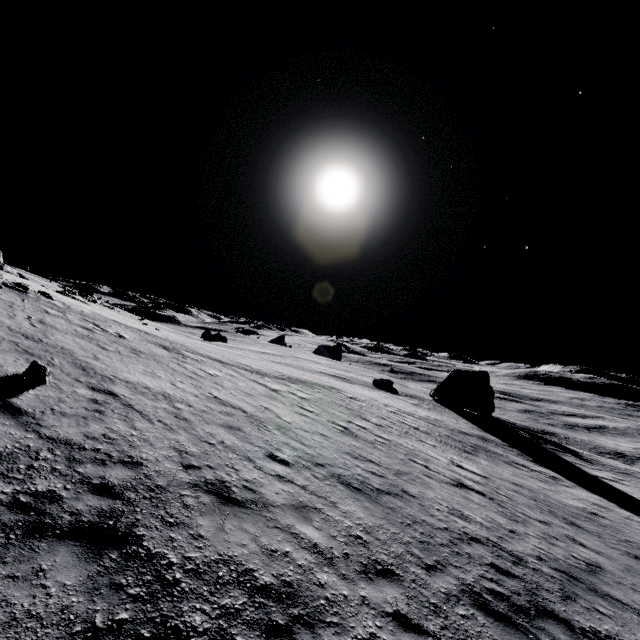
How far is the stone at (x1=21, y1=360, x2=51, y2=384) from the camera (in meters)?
8.62

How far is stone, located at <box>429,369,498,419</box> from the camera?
42.6m

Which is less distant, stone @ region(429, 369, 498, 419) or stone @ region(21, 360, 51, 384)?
stone @ region(21, 360, 51, 384)

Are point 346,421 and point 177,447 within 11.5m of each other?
yes

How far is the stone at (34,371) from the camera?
8.6 meters

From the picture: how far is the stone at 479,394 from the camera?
42.62m
